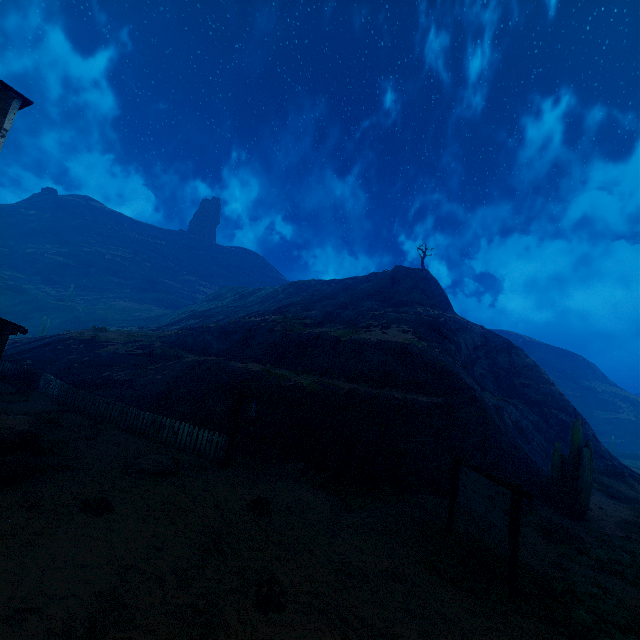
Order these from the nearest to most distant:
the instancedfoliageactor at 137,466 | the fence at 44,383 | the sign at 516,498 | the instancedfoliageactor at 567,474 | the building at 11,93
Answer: the sign at 516,498 < the instancedfoliageactor at 137,466 < the building at 11,93 < the fence at 44,383 < the instancedfoliageactor at 567,474

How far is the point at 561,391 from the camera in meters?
31.4

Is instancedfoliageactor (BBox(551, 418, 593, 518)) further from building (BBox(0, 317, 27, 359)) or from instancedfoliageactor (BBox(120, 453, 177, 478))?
building (BBox(0, 317, 27, 359))

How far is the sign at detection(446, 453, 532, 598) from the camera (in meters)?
7.02

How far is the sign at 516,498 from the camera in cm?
702

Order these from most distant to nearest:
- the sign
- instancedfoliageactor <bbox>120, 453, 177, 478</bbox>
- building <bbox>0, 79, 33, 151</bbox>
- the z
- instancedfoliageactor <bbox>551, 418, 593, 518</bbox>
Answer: instancedfoliageactor <bbox>551, 418, 593, 518</bbox> < building <bbox>0, 79, 33, 151</bbox> < instancedfoliageactor <bbox>120, 453, 177, 478</bbox> < the sign < the z

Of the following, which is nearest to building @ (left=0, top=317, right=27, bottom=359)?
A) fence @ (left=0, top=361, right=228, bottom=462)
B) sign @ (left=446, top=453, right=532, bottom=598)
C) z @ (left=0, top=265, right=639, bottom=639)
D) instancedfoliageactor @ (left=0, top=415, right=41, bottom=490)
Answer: z @ (left=0, top=265, right=639, bottom=639)

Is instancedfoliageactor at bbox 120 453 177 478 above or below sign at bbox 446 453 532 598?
below
